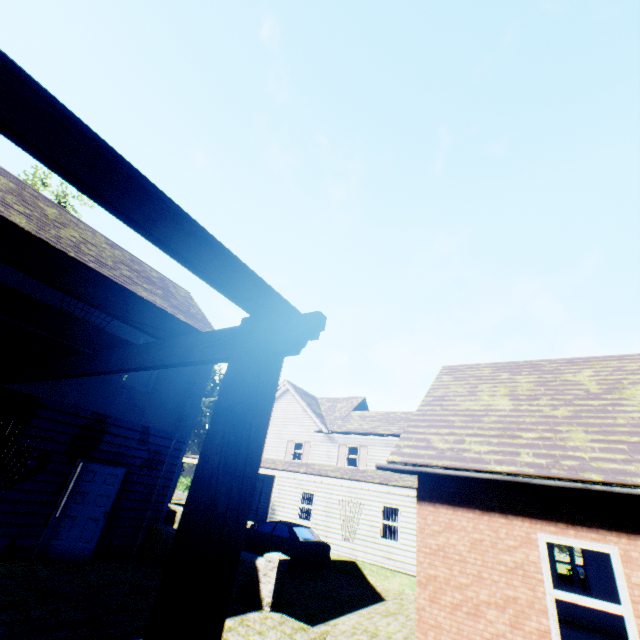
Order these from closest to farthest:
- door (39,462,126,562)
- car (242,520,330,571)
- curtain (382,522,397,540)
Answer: door (39,462,126,562) → car (242,520,330,571) → curtain (382,522,397,540)

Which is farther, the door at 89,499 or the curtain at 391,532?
the curtain at 391,532

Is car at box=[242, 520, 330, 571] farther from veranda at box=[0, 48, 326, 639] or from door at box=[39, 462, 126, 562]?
veranda at box=[0, 48, 326, 639]

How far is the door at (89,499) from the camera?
8.0 meters

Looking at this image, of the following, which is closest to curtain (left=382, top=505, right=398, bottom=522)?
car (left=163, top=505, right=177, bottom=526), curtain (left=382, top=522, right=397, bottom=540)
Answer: curtain (left=382, top=522, right=397, bottom=540)

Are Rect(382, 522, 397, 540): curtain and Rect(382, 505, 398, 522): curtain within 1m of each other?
yes

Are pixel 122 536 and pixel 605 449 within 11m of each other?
no

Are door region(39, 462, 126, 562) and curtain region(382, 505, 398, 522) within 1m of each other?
no
